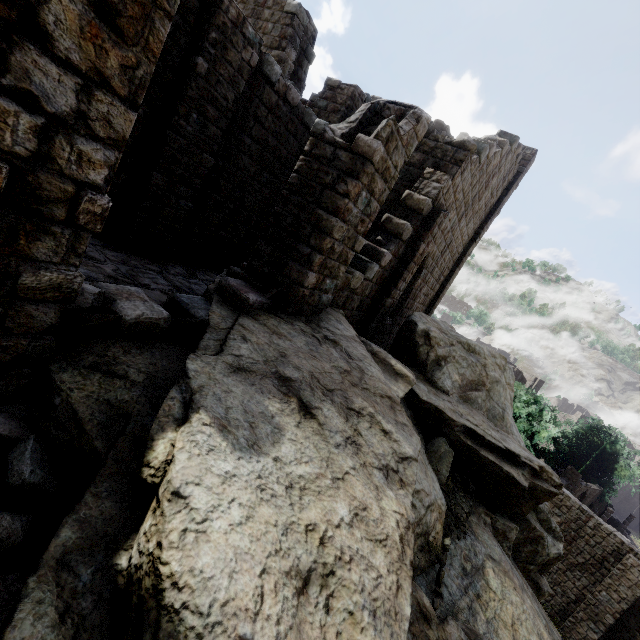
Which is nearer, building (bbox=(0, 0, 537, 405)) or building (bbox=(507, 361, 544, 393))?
building (bbox=(0, 0, 537, 405))

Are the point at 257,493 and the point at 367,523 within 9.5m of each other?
yes

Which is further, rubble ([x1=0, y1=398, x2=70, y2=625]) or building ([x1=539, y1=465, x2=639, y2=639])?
building ([x1=539, y1=465, x2=639, y2=639])

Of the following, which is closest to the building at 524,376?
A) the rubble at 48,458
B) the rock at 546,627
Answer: the rock at 546,627

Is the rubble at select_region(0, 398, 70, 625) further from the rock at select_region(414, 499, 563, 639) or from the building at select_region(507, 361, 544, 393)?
the building at select_region(507, 361, 544, 393)

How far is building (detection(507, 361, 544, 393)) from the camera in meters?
45.2 m

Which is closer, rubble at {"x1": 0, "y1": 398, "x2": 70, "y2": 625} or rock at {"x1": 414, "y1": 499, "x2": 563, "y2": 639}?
rubble at {"x1": 0, "y1": 398, "x2": 70, "y2": 625}

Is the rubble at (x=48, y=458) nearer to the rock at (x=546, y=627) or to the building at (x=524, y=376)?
the rock at (x=546, y=627)
